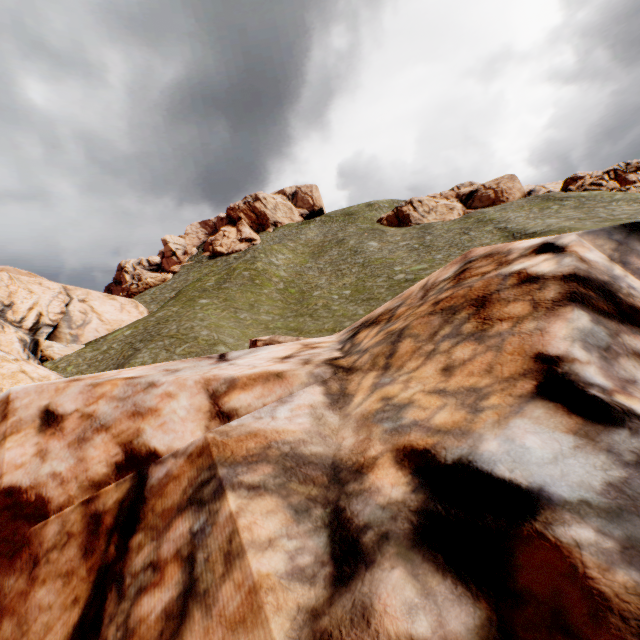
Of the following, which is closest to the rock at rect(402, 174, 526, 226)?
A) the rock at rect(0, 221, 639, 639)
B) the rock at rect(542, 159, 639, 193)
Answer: the rock at rect(542, 159, 639, 193)

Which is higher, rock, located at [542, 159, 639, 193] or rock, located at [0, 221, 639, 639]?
rock, located at [542, 159, 639, 193]

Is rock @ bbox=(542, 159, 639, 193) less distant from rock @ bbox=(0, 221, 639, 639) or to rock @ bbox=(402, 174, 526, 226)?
rock @ bbox=(402, 174, 526, 226)

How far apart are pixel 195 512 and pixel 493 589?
2.01m

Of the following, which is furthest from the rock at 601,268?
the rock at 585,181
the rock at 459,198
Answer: the rock at 585,181

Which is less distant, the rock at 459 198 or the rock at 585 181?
the rock at 585 181
